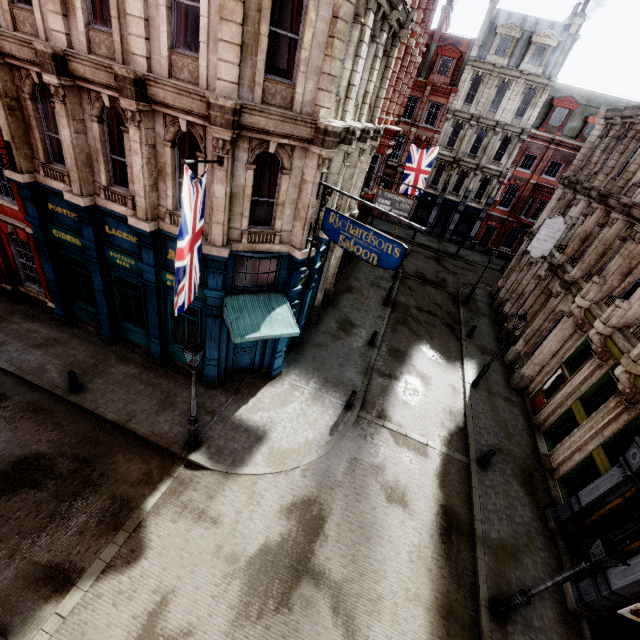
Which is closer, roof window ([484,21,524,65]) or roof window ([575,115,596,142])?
roof window ([484,21,524,65])

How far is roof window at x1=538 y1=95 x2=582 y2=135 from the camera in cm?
3005

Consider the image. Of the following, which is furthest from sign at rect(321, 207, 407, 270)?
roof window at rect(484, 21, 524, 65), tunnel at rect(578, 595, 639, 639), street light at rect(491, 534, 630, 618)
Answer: roof window at rect(484, 21, 524, 65)

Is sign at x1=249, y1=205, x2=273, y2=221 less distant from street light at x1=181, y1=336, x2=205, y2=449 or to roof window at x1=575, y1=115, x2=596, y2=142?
street light at x1=181, y1=336, x2=205, y2=449

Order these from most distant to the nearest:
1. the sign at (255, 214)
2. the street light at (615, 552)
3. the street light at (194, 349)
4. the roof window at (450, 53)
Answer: the roof window at (450, 53), the sign at (255, 214), the street light at (194, 349), the street light at (615, 552)

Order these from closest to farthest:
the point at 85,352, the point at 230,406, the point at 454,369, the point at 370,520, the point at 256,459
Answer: the point at 370,520 → the point at 256,459 → the point at 230,406 → the point at 85,352 → the point at 454,369

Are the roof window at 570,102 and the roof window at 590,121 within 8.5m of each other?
yes

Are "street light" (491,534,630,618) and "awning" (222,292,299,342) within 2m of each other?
no
